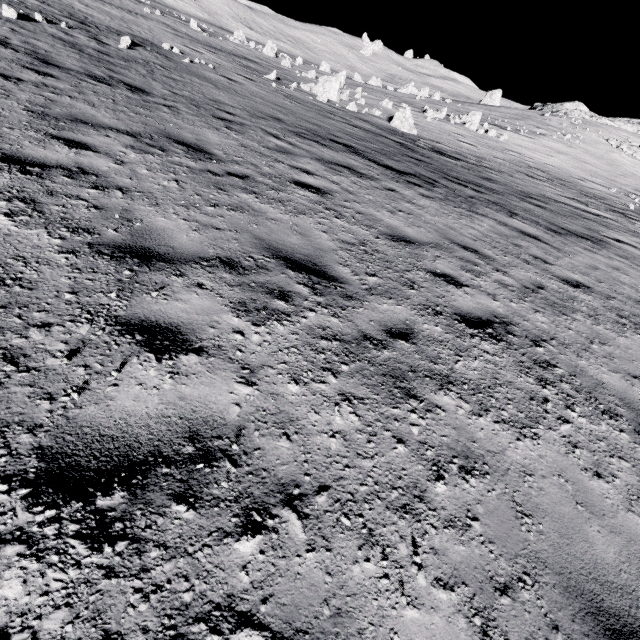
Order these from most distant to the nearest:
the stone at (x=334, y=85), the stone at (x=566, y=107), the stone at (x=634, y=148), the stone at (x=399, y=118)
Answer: the stone at (x=566, y=107), the stone at (x=634, y=148), the stone at (x=334, y=85), the stone at (x=399, y=118)

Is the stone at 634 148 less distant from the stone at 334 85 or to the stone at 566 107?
the stone at 566 107

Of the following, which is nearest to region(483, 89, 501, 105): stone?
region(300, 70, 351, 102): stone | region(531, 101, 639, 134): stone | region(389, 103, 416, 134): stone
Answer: region(531, 101, 639, 134): stone

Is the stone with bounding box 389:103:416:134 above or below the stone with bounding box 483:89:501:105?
below

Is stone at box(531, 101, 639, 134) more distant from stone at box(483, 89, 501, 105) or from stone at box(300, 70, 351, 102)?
stone at box(300, 70, 351, 102)

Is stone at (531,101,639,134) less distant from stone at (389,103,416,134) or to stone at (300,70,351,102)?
stone at (389,103,416,134)

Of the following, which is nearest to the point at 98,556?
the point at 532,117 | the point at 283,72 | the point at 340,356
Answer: the point at 340,356

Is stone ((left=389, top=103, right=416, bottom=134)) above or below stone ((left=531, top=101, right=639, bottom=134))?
below
